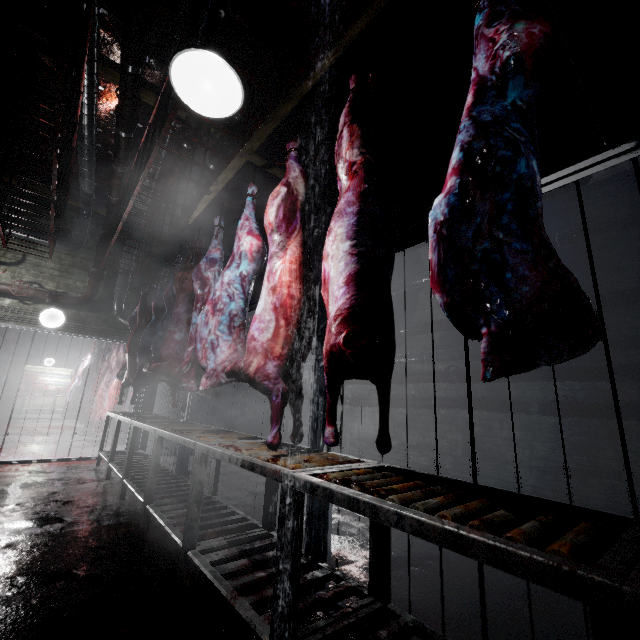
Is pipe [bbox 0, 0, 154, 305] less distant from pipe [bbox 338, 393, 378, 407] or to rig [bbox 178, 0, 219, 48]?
rig [bbox 178, 0, 219, 48]

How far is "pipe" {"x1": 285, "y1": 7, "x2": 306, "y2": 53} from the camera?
2.60m

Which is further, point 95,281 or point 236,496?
point 95,281

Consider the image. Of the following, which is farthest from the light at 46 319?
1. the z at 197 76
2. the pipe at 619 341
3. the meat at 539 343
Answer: the meat at 539 343

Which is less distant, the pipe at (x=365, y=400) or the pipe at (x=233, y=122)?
the pipe at (x=233, y=122)

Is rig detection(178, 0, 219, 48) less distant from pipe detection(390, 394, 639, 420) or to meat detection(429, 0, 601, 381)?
meat detection(429, 0, 601, 381)

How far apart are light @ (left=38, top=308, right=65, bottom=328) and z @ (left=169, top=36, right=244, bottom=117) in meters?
5.1 m

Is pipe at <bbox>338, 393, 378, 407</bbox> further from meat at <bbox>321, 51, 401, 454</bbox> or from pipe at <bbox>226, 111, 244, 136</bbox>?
meat at <bbox>321, 51, 401, 454</bbox>
